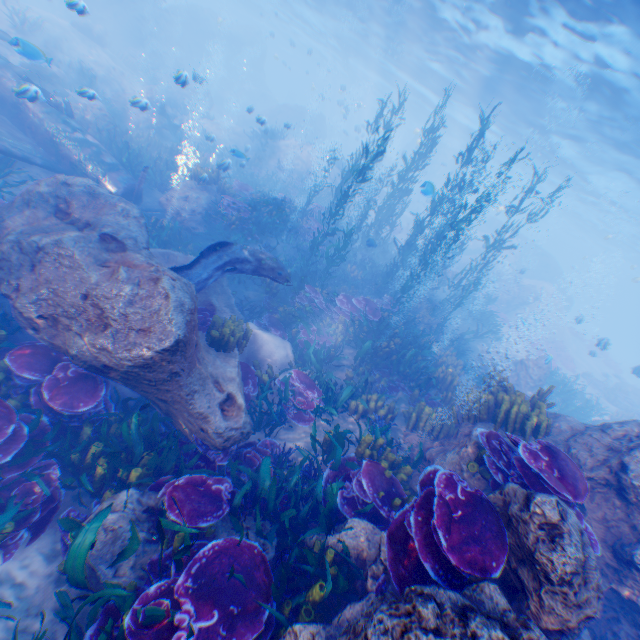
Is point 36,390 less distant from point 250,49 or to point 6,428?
point 6,428

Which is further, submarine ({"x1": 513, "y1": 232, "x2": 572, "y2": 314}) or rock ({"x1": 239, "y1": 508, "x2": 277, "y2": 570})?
submarine ({"x1": 513, "y1": 232, "x2": 572, "y2": 314})

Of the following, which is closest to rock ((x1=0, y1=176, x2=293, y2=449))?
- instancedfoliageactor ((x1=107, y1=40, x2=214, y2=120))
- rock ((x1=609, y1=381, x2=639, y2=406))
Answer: instancedfoliageactor ((x1=107, y1=40, x2=214, y2=120))

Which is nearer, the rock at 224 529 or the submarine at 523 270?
the rock at 224 529

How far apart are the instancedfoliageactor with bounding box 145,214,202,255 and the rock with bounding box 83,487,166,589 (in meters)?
7.24

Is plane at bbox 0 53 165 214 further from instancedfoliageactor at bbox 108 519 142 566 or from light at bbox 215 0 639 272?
light at bbox 215 0 639 272

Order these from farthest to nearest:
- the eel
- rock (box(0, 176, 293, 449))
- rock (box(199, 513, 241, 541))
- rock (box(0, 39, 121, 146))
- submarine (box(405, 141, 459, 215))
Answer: rock (box(0, 39, 121, 146)) < submarine (box(405, 141, 459, 215)) < the eel < rock (box(0, 176, 293, 449)) < rock (box(199, 513, 241, 541))

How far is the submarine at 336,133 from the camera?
48.1m
